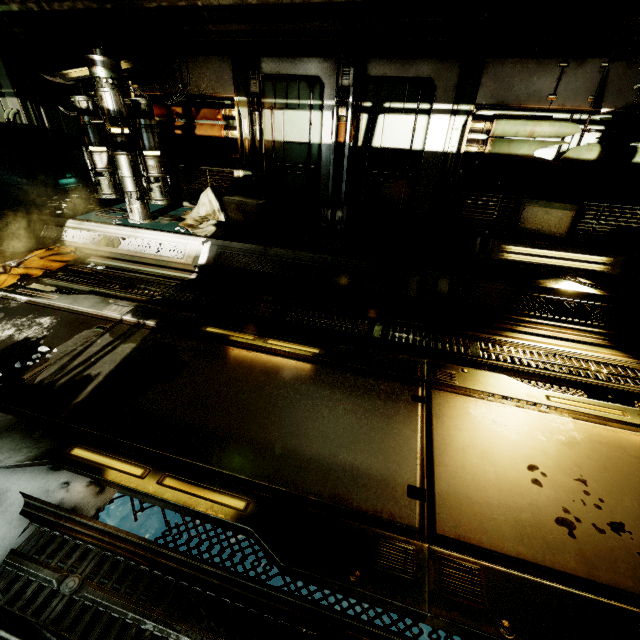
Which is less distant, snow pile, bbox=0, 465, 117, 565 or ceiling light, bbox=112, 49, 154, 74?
snow pile, bbox=0, 465, 117, 565

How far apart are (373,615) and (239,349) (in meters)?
A: 3.05

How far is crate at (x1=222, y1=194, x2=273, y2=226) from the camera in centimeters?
559cm

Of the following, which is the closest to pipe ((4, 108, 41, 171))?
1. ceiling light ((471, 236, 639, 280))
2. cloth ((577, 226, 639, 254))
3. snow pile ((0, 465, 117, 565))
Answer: snow pile ((0, 465, 117, 565))

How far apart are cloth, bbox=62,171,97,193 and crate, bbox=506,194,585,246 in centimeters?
912cm

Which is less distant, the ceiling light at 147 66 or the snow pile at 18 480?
the snow pile at 18 480

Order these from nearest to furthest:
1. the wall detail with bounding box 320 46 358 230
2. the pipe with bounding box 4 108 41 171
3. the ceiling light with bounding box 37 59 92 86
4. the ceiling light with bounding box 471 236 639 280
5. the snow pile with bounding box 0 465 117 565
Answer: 1. the snow pile with bounding box 0 465 117 565
2. the ceiling light with bounding box 471 236 639 280
3. the wall detail with bounding box 320 46 358 230
4. the ceiling light with bounding box 37 59 92 86
5. the pipe with bounding box 4 108 41 171

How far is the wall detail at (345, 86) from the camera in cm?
502
